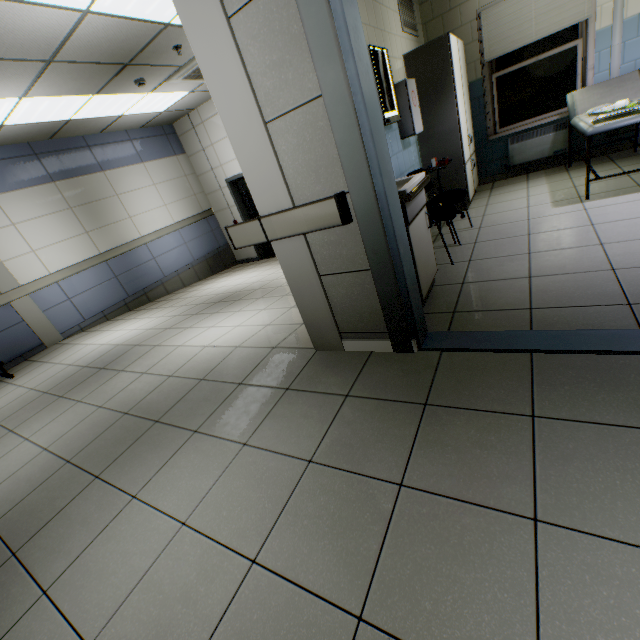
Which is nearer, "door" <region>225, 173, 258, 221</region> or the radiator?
the radiator

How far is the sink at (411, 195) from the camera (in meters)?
2.22

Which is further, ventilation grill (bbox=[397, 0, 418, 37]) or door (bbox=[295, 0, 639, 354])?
ventilation grill (bbox=[397, 0, 418, 37])

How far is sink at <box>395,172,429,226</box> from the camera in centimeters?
222cm

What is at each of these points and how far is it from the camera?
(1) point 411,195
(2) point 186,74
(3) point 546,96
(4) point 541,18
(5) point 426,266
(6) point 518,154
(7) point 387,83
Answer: (1) sink, 2.2m
(2) air conditioning vent, 5.3m
(3) window, 4.9m
(4) blinds, 4.4m
(5) cabinet, 2.7m
(6) radiator, 5.2m
(7) negatoscope, 3.4m

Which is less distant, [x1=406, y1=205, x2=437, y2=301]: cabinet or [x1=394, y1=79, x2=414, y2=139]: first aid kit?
[x1=406, y1=205, x2=437, y2=301]: cabinet

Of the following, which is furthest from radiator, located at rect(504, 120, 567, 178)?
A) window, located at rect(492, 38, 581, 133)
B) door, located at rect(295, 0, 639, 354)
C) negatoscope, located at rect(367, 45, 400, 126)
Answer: door, located at rect(295, 0, 639, 354)

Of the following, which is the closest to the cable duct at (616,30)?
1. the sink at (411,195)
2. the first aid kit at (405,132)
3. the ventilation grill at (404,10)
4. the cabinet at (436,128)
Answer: the cabinet at (436,128)
